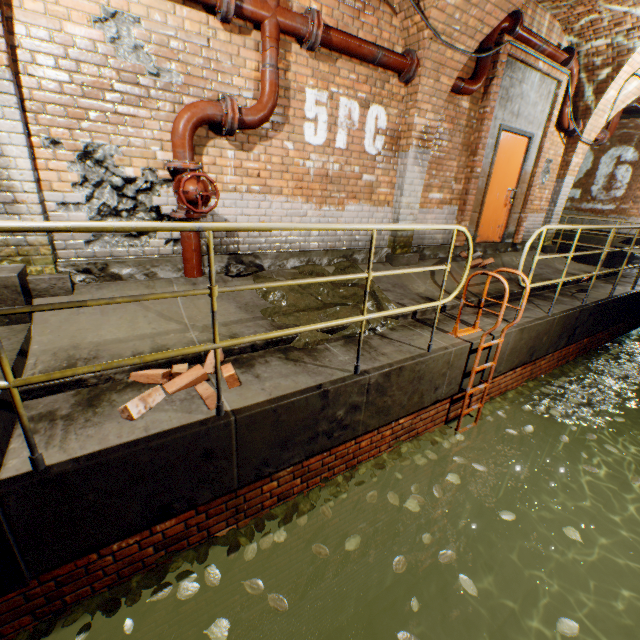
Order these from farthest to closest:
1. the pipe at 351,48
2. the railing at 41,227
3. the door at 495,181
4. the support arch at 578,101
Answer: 1. the door at 495,181
2. the support arch at 578,101
3. the pipe at 351,48
4. the railing at 41,227

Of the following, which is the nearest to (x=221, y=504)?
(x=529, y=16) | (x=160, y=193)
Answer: (x=160, y=193)

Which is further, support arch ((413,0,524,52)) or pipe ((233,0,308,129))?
support arch ((413,0,524,52))

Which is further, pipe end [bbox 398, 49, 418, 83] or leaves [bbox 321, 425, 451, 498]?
pipe end [bbox 398, 49, 418, 83]

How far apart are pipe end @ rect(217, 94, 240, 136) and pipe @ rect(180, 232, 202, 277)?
1.0 meters

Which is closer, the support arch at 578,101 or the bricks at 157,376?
the bricks at 157,376

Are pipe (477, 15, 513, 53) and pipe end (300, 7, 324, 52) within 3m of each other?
yes

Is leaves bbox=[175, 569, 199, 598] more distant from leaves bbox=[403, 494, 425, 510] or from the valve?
the valve
